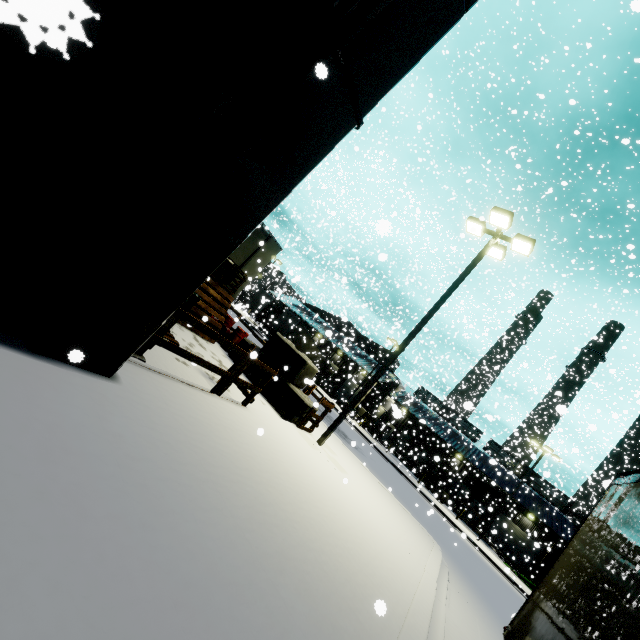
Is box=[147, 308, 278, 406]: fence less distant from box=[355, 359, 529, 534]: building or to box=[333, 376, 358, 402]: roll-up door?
box=[355, 359, 529, 534]: building

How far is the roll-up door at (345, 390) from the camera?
38.6 meters

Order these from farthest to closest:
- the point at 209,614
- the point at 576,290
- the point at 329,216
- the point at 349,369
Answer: the point at 576,290
the point at 349,369
the point at 329,216
the point at 209,614

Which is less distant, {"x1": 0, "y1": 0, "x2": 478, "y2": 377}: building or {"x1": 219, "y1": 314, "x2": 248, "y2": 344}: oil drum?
{"x1": 0, "y1": 0, "x2": 478, "y2": 377}: building

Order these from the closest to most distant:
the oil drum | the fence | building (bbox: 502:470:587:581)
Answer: the fence
the oil drum
building (bbox: 502:470:587:581)

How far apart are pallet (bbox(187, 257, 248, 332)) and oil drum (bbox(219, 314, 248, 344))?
0.85m

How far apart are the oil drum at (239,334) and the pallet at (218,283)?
0.8m

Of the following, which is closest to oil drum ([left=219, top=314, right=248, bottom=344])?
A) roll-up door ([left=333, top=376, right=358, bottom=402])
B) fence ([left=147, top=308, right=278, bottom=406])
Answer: fence ([left=147, top=308, right=278, bottom=406])
